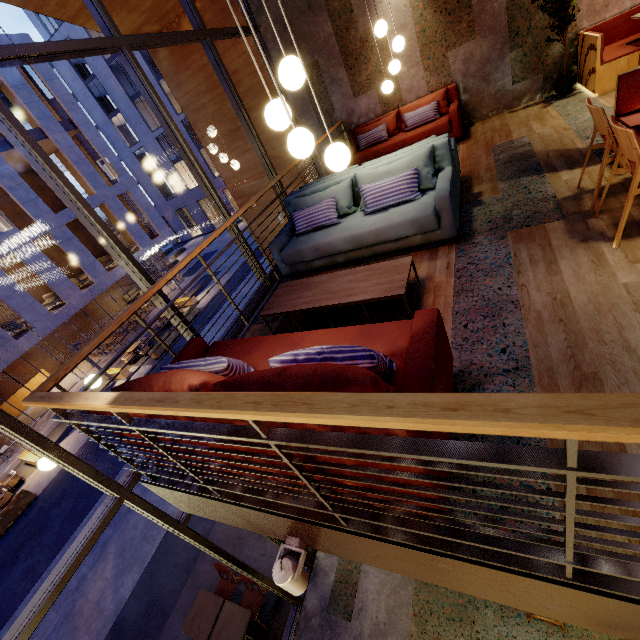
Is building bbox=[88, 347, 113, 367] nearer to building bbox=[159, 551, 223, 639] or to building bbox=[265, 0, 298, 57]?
building bbox=[159, 551, 223, 639]

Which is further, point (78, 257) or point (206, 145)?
point (78, 257)

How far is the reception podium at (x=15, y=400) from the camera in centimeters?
1930cm

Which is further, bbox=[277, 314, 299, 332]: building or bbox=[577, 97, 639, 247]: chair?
bbox=[277, 314, 299, 332]: building

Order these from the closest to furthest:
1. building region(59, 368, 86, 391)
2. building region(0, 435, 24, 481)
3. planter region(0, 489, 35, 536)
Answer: planter region(0, 489, 35, 536) < building region(0, 435, 24, 481) < building region(59, 368, 86, 391)

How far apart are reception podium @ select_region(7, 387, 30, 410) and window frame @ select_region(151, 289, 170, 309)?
22.0m

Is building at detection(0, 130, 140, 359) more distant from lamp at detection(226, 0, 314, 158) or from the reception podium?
lamp at detection(226, 0, 314, 158)

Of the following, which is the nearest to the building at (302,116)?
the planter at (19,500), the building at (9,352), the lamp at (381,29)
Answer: the lamp at (381,29)
